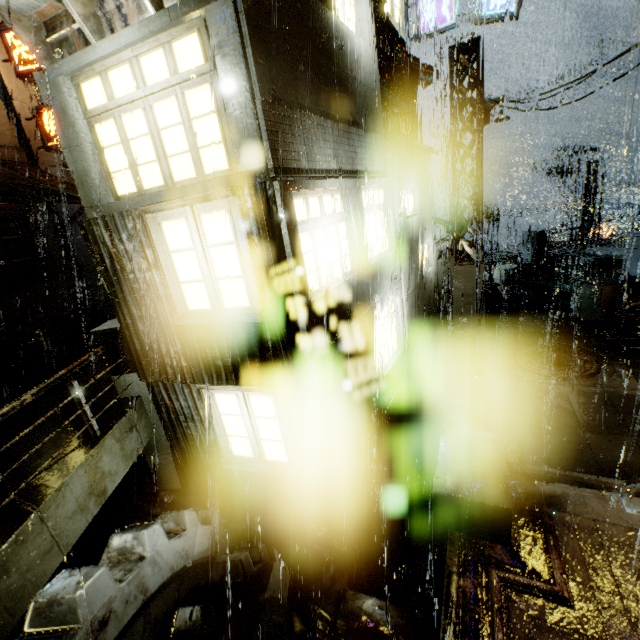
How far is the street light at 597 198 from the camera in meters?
22.1 m

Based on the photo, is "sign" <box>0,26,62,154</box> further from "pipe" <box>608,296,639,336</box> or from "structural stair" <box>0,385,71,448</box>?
"pipe" <box>608,296,639,336</box>

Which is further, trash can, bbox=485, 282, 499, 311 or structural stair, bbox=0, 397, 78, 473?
trash can, bbox=485, 282, 499, 311

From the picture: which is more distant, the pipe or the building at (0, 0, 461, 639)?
the pipe

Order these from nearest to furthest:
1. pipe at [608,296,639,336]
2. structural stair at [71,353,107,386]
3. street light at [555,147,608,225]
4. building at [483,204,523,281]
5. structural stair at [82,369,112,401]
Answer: structural stair at [82,369,112,401] < pipe at [608,296,639,336] < structural stair at [71,353,107,386] < building at [483,204,523,281] < street light at [555,147,608,225]

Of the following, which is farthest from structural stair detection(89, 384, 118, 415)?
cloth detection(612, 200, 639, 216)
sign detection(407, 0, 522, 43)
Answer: cloth detection(612, 200, 639, 216)

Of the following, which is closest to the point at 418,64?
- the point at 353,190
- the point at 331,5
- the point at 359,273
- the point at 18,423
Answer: the point at 331,5

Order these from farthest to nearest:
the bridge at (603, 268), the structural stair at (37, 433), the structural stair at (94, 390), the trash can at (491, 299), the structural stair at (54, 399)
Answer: the trash can at (491, 299) → the bridge at (603, 268) → the structural stair at (94, 390) → the structural stair at (54, 399) → the structural stair at (37, 433)
